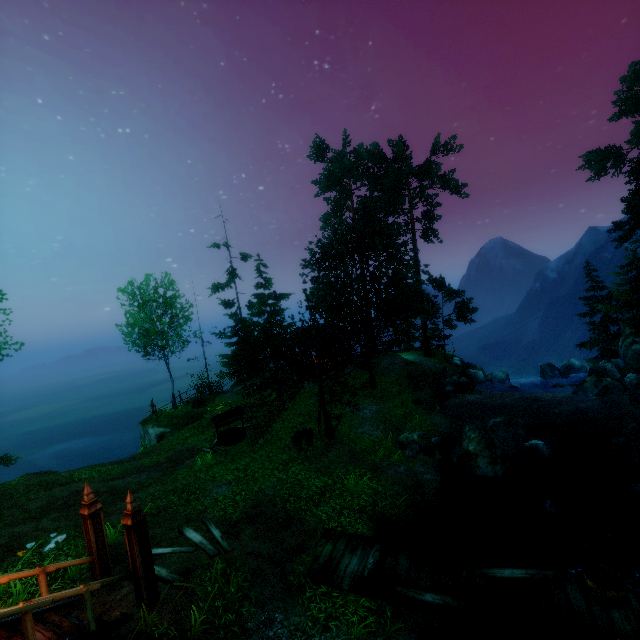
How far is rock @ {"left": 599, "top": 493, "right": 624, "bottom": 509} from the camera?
12.33m

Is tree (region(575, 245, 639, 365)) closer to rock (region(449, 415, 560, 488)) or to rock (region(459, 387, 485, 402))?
rock (region(449, 415, 560, 488))

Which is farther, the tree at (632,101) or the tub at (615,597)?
the tree at (632,101)

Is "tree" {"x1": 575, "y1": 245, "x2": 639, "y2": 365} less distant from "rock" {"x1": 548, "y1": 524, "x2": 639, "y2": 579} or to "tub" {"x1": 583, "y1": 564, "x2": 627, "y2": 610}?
"rock" {"x1": 548, "y1": 524, "x2": 639, "y2": 579}

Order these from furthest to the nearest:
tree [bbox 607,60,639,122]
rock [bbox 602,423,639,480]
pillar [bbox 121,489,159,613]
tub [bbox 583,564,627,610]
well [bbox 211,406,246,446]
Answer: tree [bbox 607,60,639,122], well [bbox 211,406,246,446], rock [bbox 602,423,639,480], pillar [bbox 121,489,159,613], tub [bbox 583,564,627,610]

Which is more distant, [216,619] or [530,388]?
[530,388]

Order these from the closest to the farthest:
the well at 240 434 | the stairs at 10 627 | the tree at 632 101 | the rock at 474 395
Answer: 1. the stairs at 10 627
2. the well at 240 434
3. the rock at 474 395
4. the tree at 632 101
